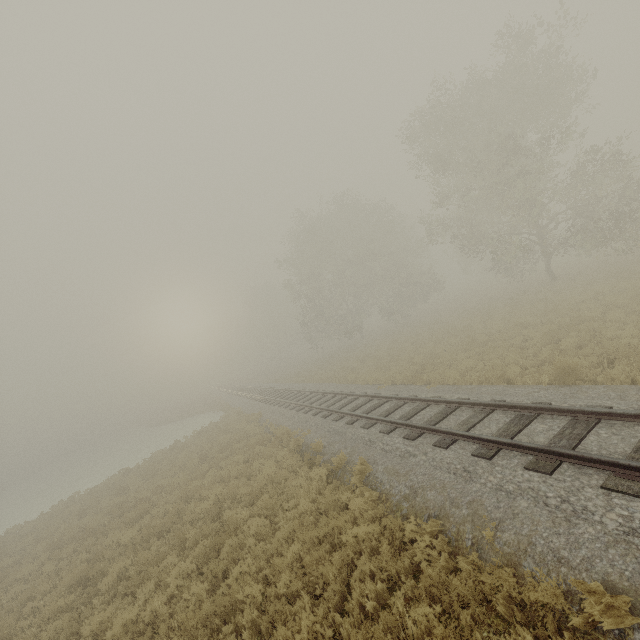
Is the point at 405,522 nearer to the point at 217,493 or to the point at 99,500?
the point at 217,493
